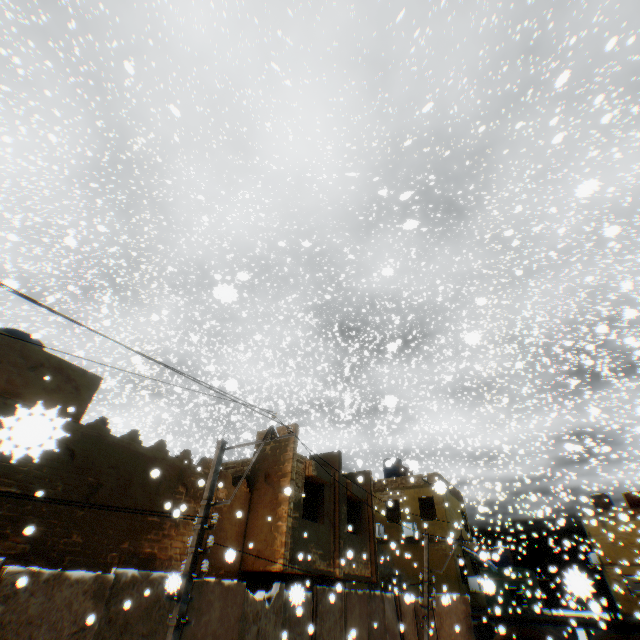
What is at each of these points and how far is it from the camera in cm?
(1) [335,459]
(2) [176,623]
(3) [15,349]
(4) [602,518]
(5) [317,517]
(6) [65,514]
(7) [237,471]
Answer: (1) building, 1586
(2) electric pole, 602
(3) building, 833
(4) building, 2947
(5) building, 1376
(6) building, 792
(7) building, 1419

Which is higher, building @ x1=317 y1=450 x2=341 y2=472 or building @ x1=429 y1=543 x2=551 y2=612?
building @ x1=317 y1=450 x2=341 y2=472

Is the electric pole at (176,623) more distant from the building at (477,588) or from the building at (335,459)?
the building at (477,588)

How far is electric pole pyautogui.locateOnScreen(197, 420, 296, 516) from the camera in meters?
7.3

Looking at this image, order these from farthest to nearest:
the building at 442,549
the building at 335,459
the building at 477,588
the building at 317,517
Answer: the building at 442,549 → the building at 477,588 → the building at 335,459 → the building at 317,517

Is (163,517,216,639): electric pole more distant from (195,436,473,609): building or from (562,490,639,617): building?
(562,490,639,617): building

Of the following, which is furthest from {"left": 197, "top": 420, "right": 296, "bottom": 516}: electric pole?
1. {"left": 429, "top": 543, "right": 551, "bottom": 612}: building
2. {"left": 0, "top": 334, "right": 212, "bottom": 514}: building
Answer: {"left": 429, "top": 543, "right": 551, "bottom": 612}: building

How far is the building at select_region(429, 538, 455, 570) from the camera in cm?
1992
